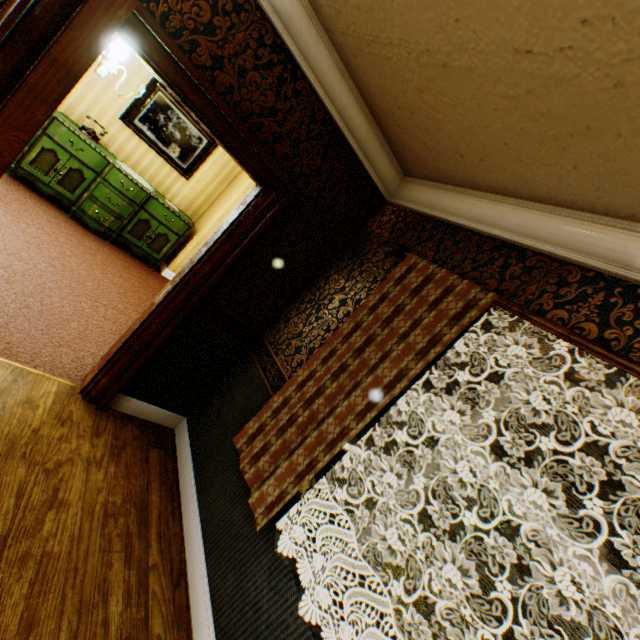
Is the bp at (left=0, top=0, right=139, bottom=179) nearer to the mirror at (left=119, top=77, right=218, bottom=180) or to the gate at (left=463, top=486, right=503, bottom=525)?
the mirror at (left=119, top=77, right=218, bottom=180)

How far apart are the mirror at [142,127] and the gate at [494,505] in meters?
14.9 m

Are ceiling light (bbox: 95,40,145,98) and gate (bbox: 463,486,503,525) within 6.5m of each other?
no

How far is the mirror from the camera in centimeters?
562cm

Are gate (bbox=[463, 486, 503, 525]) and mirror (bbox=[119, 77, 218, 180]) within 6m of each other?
no

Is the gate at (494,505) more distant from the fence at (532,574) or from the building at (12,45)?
the building at (12,45)

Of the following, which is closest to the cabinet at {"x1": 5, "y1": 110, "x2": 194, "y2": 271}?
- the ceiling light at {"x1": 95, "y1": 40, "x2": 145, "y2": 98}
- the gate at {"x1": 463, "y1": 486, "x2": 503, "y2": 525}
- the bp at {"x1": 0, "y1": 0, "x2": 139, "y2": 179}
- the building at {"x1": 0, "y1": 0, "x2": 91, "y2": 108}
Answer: the building at {"x1": 0, "y1": 0, "x2": 91, "y2": 108}

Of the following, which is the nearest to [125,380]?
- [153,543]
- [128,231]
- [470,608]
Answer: [153,543]
